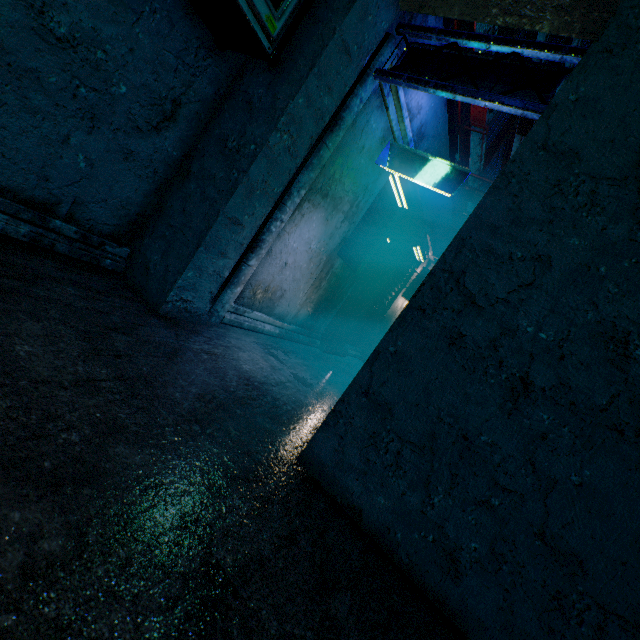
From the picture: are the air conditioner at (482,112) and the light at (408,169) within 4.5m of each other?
no

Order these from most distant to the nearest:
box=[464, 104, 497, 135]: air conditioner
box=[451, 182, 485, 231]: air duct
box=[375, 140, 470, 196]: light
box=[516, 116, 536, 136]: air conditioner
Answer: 1. box=[516, 116, 536, 136]: air conditioner
2. box=[464, 104, 497, 135]: air conditioner
3. box=[451, 182, 485, 231]: air duct
4. box=[375, 140, 470, 196]: light

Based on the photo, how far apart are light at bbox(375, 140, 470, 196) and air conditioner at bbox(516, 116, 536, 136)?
10.9 meters

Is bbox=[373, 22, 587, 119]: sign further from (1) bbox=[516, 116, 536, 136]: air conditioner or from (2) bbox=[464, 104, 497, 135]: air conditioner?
(1) bbox=[516, 116, 536, 136]: air conditioner

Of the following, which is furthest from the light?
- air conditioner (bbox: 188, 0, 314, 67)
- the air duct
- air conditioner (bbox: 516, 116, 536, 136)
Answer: air conditioner (bbox: 516, 116, 536, 136)

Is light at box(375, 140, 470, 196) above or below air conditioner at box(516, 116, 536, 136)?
below

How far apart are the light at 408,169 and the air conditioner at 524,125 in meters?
10.9 m

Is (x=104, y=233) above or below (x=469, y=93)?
below
